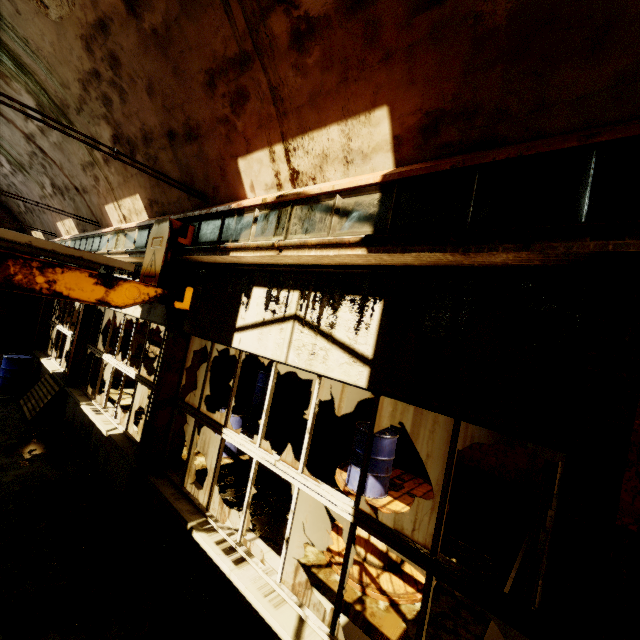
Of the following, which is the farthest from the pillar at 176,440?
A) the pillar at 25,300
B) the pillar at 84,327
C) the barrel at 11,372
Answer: the pillar at 25,300

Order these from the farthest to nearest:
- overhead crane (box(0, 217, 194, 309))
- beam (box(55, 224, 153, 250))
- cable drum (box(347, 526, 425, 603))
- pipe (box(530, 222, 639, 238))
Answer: beam (box(55, 224, 153, 250)), cable drum (box(347, 526, 425, 603)), overhead crane (box(0, 217, 194, 309)), pipe (box(530, 222, 639, 238))

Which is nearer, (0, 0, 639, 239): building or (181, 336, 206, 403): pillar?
(0, 0, 639, 239): building

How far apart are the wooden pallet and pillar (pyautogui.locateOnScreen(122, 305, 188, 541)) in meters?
5.2

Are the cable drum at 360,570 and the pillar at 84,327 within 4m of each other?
no

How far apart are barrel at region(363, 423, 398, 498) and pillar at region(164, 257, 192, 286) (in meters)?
2.68

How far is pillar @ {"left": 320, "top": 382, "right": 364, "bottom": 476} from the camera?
8.2 meters

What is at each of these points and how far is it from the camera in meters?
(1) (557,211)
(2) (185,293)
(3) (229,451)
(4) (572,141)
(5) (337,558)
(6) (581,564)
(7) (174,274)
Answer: (1) beam, 1.7
(2) overhead crane, 3.9
(3) barrel, 8.2
(4) crane rail, 1.7
(5) cable drum, 5.2
(6) pillar, 1.6
(7) pillar, 4.8
